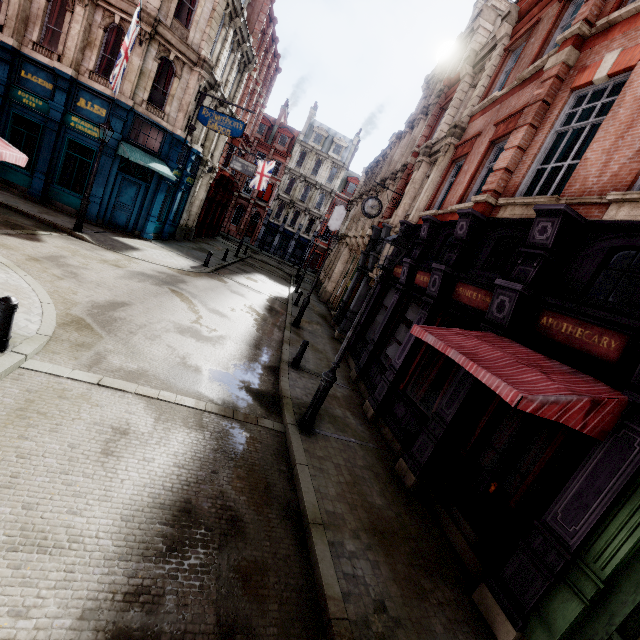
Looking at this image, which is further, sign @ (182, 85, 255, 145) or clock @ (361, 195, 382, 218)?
sign @ (182, 85, 255, 145)

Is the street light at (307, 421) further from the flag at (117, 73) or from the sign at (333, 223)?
the sign at (333, 223)

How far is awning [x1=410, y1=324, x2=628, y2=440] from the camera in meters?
3.8 m

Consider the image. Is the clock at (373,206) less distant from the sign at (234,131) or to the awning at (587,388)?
the sign at (234,131)

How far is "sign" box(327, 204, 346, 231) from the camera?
29.8 meters

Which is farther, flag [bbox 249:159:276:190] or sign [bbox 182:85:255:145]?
flag [bbox 249:159:276:190]

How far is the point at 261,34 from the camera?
24.5 meters

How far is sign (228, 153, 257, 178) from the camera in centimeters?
2472cm
